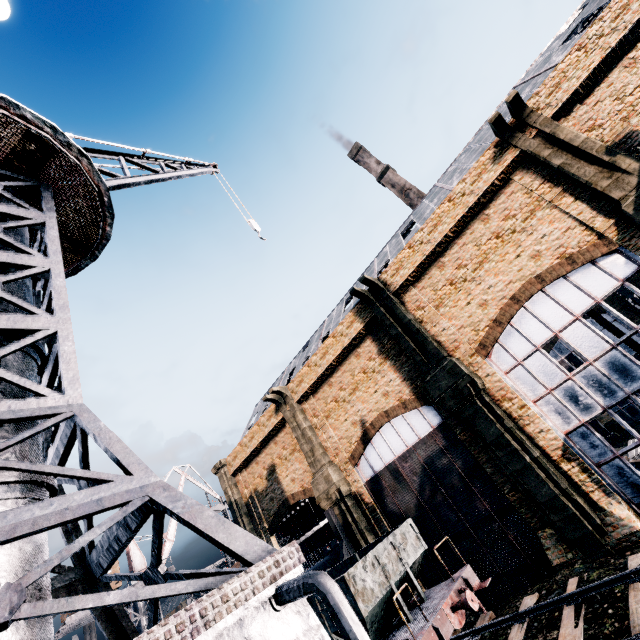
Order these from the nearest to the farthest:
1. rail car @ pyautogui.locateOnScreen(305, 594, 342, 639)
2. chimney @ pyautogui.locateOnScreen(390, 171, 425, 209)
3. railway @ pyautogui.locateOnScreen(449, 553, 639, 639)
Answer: railway @ pyautogui.locateOnScreen(449, 553, 639, 639) < rail car @ pyautogui.locateOnScreen(305, 594, 342, 639) < chimney @ pyautogui.locateOnScreen(390, 171, 425, 209)

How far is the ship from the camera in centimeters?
3434cm

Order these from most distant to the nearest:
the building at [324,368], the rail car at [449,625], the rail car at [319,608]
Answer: the building at [324,368] → the rail car at [319,608] → the rail car at [449,625]

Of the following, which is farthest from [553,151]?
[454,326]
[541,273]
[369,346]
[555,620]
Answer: [555,620]

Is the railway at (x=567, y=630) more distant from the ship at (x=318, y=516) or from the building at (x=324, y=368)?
the ship at (x=318, y=516)

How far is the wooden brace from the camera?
20.6 meters

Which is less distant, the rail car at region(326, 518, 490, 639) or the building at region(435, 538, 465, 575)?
the rail car at region(326, 518, 490, 639)

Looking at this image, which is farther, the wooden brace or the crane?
the wooden brace
